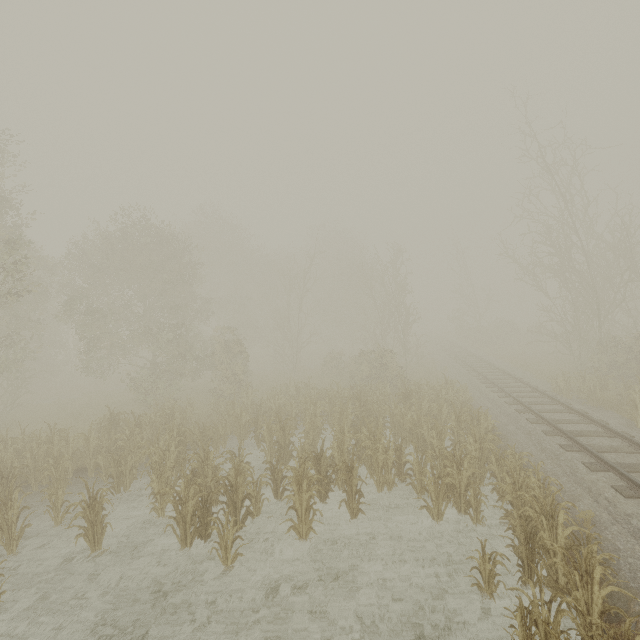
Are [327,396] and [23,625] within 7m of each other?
no
